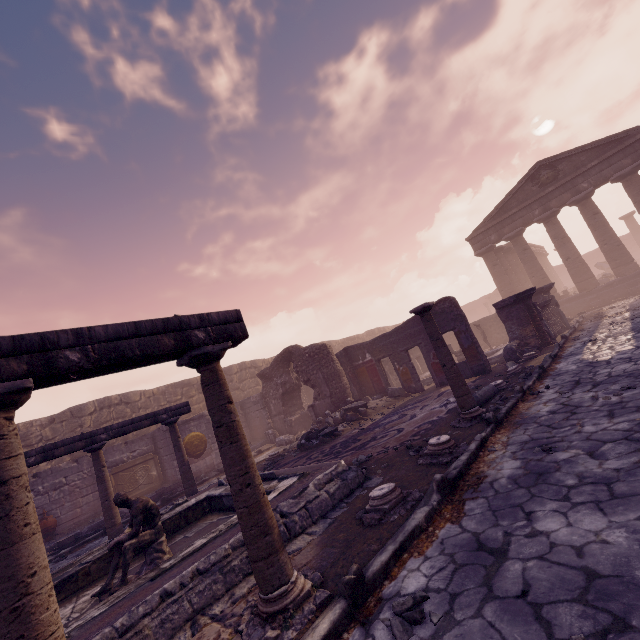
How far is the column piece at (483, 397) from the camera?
7.0m

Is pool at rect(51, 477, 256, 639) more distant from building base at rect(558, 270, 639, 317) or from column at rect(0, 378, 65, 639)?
building base at rect(558, 270, 639, 317)

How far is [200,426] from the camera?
13.97m

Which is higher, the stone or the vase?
the vase

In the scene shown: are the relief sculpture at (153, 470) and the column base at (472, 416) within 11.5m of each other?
no

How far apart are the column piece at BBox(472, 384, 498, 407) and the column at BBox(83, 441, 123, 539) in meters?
8.2 m

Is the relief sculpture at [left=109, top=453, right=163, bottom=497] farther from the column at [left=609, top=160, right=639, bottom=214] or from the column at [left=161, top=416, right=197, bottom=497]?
the column at [left=609, top=160, right=639, bottom=214]

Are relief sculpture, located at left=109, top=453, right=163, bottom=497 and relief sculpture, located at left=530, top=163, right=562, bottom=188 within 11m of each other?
no
